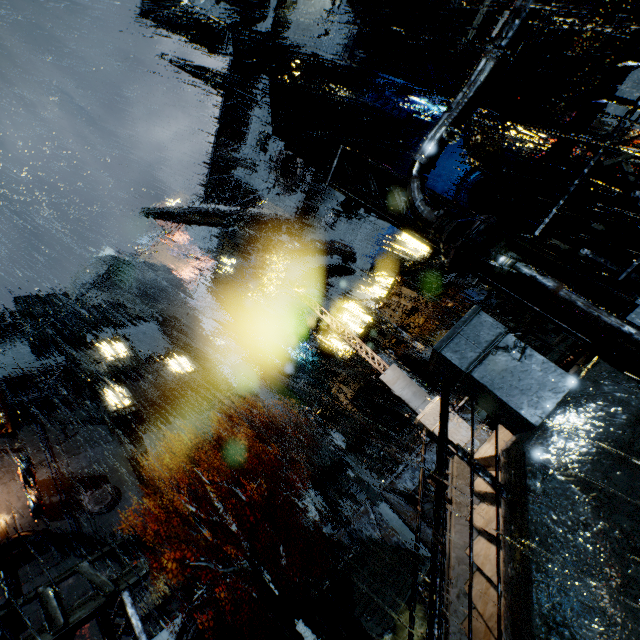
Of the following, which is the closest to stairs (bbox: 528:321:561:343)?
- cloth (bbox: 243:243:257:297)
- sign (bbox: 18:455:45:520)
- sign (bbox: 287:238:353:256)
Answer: sign (bbox: 287:238:353:256)

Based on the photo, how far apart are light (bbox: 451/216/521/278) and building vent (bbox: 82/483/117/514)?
40.9m

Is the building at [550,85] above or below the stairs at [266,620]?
above

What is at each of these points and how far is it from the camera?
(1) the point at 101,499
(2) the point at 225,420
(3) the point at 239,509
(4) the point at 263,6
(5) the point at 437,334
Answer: (1) building vent, 32.4m
(2) pipe, 42.2m
(3) building, 32.8m
(4) pipe, 21.5m
(5) cloth, 27.5m

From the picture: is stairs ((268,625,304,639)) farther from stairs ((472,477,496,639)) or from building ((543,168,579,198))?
stairs ((472,477,496,639))

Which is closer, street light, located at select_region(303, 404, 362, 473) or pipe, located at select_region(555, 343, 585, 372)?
pipe, located at select_region(555, 343, 585, 372)

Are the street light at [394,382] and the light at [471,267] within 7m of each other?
yes

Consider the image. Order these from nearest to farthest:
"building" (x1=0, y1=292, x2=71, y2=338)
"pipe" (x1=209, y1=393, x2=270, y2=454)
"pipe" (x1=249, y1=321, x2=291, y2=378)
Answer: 1. "pipe" (x1=209, y1=393, x2=270, y2=454)
2. "pipe" (x1=249, y1=321, x2=291, y2=378)
3. "building" (x1=0, y1=292, x2=71, y2=338)
